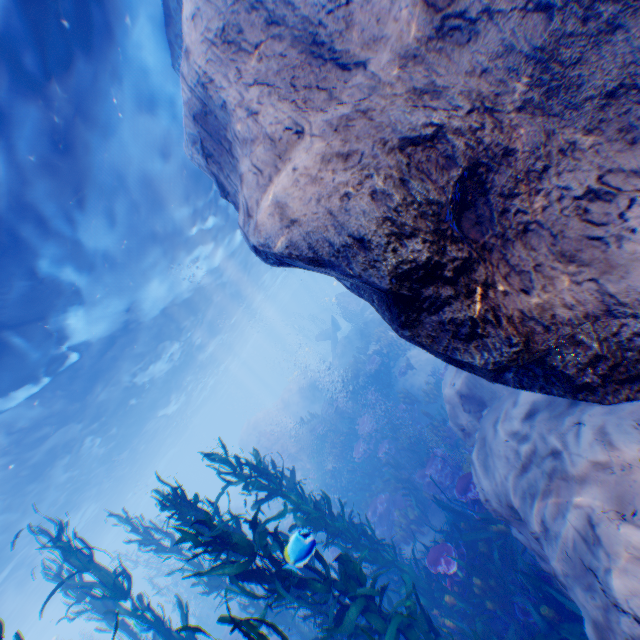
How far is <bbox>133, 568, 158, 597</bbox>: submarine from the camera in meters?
43.9 m

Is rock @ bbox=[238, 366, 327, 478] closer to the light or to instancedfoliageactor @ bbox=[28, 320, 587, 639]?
the light

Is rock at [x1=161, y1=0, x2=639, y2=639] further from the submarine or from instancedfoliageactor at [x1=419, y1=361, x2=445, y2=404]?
instancedfoliageactor at [x1=419, y1=361, x2=445, y2=404]

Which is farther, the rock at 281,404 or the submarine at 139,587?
the submarine at 139,587

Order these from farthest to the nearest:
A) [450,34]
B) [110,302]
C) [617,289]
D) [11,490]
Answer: [11,490] → [110,302] → [450,34] → [617,289]

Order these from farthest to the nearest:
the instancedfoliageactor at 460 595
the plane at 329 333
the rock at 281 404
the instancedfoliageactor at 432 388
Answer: the plane at 329 333, the rock at 281 404, the instancedfoliageactor at 432 388, the instancedfoliageactor at 460 595

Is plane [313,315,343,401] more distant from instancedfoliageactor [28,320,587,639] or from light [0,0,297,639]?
instancedfoliageactor [28,320,587,639]

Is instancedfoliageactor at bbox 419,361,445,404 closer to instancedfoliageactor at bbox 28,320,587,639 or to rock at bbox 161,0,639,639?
rock at bbox 161,0,639,639
